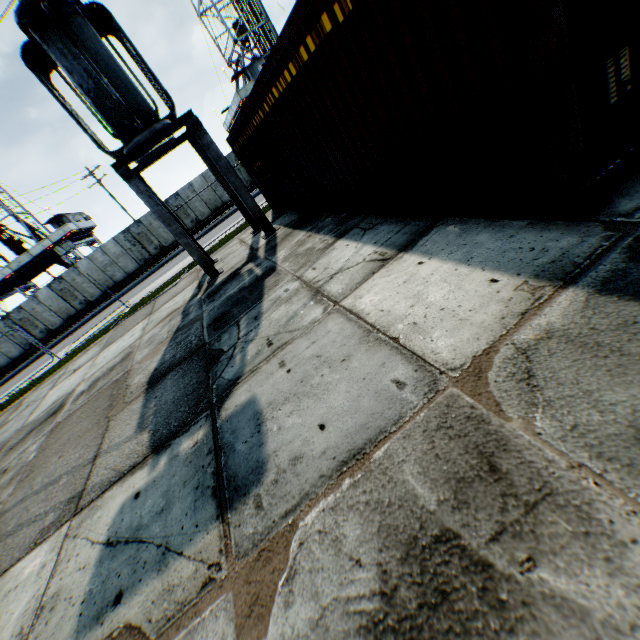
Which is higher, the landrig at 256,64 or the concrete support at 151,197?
the landrig at 256,64

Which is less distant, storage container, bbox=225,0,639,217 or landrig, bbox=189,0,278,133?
storage container, bbox=225,0,639,217

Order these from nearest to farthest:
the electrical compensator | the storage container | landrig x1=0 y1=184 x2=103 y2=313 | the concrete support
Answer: the storage container → the electrical compensator → the concrete support → landrig x1=0 y1=184 x2=103 y2=313

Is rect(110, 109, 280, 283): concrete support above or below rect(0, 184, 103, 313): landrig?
below

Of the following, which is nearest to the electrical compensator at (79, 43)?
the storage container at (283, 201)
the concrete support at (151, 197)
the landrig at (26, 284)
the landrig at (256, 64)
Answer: the concrete support at (151, 197)

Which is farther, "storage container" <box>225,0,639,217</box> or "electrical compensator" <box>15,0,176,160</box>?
"electrical compensator" <box>15,0,176,160</box>

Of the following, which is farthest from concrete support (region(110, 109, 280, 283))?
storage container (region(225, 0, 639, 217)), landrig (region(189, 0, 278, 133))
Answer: landrig (region(189, 0, 278, 133))

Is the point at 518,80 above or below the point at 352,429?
above
